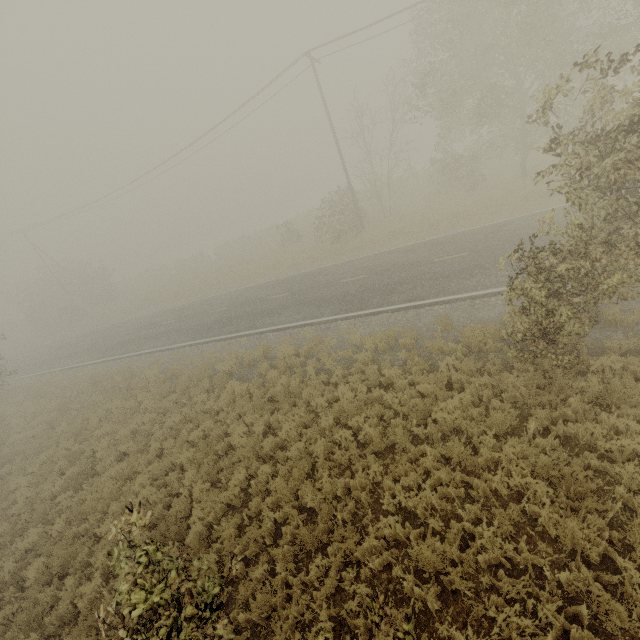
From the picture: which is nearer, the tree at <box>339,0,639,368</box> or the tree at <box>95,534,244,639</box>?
the tree at <box>95,534,244,639</box>

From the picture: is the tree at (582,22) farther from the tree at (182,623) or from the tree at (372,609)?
the tree at (182,623)

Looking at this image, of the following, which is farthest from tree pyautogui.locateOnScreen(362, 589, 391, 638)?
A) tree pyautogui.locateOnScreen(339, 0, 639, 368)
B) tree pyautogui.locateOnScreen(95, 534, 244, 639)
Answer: tree pyautogui.locateOnScreen(339, 0, 639, 368)

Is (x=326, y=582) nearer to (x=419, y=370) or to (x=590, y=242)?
(x=419, y=370)

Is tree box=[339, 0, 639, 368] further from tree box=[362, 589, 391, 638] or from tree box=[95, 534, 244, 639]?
tree box=[95, 534, 244, 639]

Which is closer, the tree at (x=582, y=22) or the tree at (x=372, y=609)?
the tree at (x=372, y=609)
